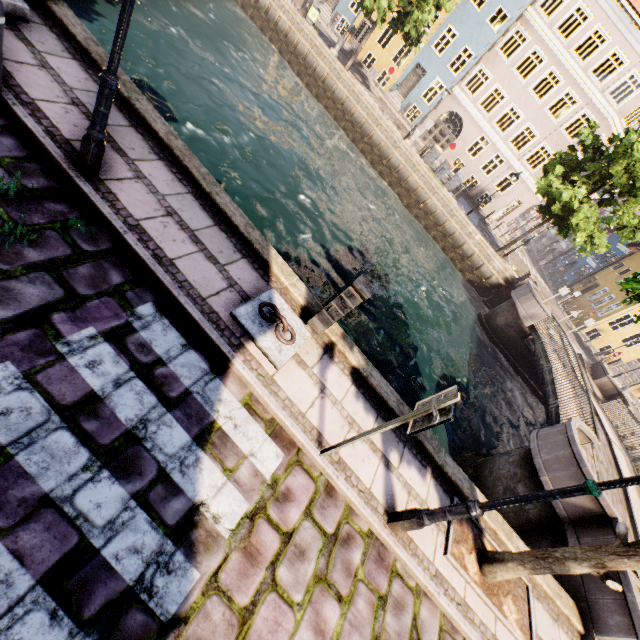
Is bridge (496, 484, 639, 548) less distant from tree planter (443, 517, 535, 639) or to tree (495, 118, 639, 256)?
tree planter (443, 517, 535, 639)

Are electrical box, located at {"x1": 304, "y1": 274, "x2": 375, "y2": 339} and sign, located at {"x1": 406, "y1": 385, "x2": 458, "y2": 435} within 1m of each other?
no

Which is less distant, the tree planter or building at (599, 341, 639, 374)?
the tree planter

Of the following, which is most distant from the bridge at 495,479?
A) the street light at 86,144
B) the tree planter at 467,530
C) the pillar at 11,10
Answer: the pillar at 11,10

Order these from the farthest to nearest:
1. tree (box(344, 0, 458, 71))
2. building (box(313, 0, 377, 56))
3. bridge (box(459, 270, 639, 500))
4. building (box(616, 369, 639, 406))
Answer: building (box(616, 369, 639, 406)), building (box(313, 0, 377, 56)), tree (box(344, 0, 458, 71)), bridge (box(459, 270, 639, 500))

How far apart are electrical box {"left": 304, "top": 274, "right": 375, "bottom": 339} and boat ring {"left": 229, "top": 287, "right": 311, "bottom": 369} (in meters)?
0.04

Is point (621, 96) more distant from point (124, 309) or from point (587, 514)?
point (124, 309)

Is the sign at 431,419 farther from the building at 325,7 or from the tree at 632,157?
the building at 325,7
